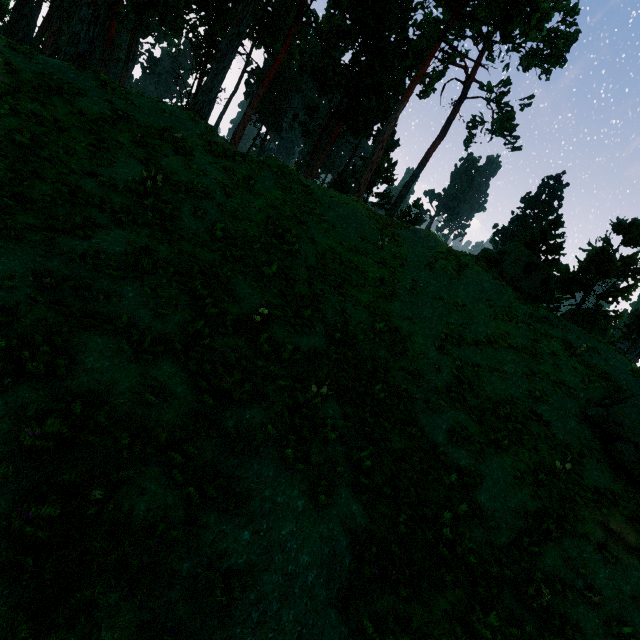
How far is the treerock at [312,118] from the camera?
36.0m

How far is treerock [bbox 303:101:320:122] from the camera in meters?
36.0

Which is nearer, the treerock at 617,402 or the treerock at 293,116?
the treerock at 617,402

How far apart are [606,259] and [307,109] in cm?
3254

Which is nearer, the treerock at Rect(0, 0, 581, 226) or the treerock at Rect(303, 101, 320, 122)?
the treerock at Rect(0, 0, 581, 226)

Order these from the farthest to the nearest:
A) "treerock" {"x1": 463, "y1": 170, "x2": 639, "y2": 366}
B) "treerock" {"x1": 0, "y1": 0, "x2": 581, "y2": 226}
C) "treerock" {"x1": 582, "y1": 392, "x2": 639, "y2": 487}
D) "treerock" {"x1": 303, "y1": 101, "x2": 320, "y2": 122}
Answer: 1. "treerock" {"x1": 303, "y1": 101, "x2": 320, "y2": 122}
2. "treerock" {"x1": 463, "y1": 170, "x2": 639, "y2": 366}
3. "treerock" {"x1": 0, "y1": 0, "x2": 581, "y2": 226}
4. "treerock" {"x1": 582, "y1": 392, "x2": 639, "y2": 487}
